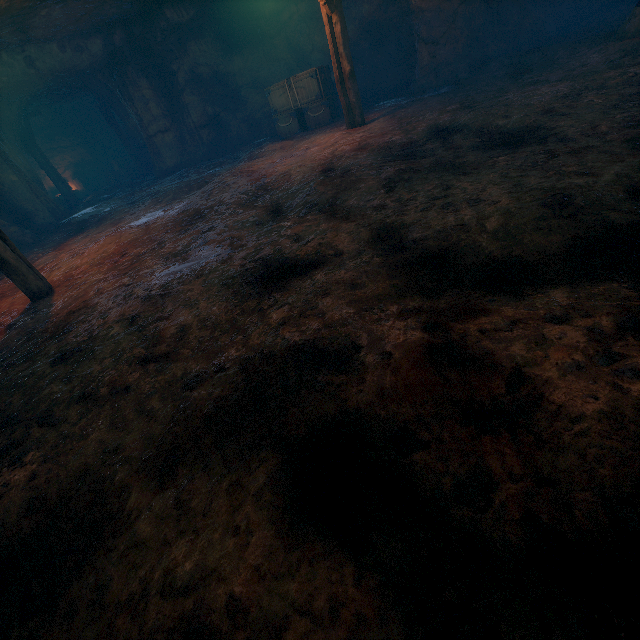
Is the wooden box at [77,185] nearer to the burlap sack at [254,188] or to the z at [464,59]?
the burlap sack at [254,188]

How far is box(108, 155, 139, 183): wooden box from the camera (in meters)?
20.03

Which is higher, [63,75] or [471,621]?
[63,75]

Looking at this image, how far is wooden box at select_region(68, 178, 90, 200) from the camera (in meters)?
19.76

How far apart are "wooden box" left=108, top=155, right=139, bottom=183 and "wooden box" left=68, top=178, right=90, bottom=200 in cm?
157

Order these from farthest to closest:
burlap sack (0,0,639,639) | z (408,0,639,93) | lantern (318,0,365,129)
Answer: z (408,0,639,93) → lantern (318,0,365,129) → burlap sack (0,0,639,639)

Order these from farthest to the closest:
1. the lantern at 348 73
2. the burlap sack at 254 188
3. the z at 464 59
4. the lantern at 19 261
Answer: the z at 464 59 < the lantern at 348 73 < the lantern at 19 261 < the burlap sack at 254 188

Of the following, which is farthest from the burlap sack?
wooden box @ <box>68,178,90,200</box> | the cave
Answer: wooden box @ <box>68,178,90,200</box>
